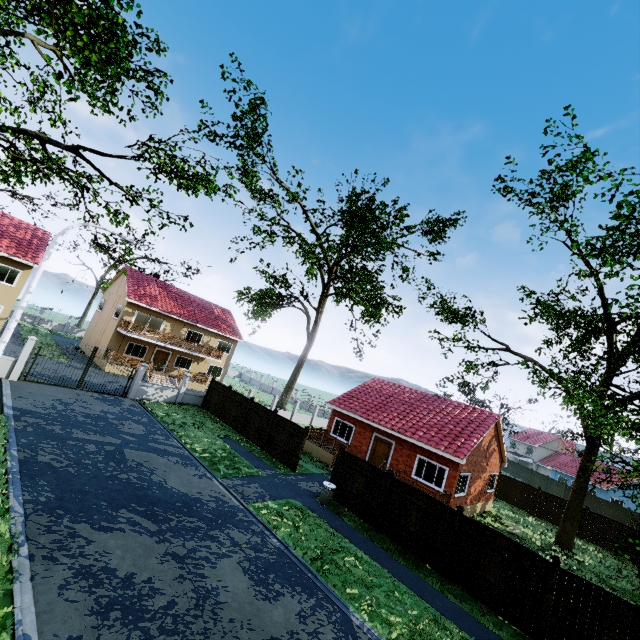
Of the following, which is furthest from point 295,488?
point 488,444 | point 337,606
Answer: point 488,444

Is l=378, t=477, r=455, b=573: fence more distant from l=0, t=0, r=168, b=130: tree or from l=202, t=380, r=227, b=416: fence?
l=0, t=0, r=168, b=130: tree

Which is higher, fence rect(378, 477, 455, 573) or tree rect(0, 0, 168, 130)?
tree rect(0, 0, 168, 130)

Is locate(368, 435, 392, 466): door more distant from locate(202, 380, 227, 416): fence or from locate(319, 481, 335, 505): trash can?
locate(202, 380, 227, 416): fence

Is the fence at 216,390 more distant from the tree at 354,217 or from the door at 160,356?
the tree at 354,217

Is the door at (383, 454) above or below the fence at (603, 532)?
above

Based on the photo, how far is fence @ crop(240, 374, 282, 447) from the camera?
20.8m

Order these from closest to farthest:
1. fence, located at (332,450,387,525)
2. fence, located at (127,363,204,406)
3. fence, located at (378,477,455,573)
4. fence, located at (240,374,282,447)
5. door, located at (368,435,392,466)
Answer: fence, located at (378,477,455,573)
fence, located at (332,450,387,525)
fence, located at (240,374,282,447)
door, located at (368,435,392,466)
fence, located at (127,363,204,406)
